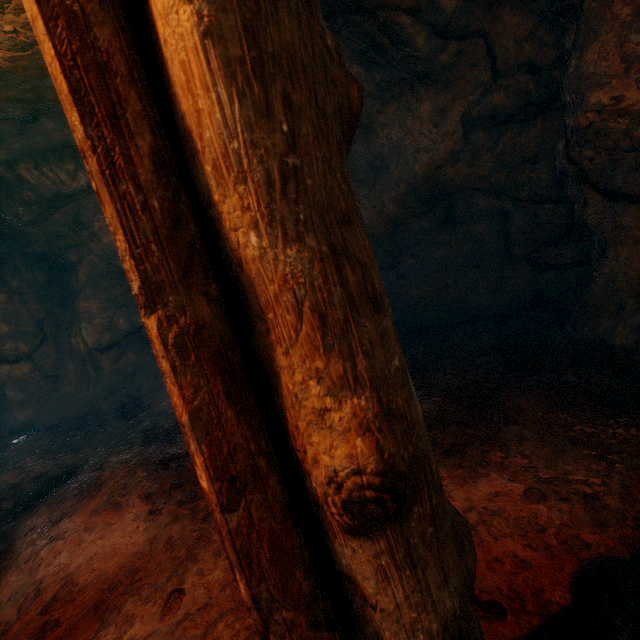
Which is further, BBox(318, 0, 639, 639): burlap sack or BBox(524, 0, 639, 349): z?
BBox(524, 0, 639, 349): z

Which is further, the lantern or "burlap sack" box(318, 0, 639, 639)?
"burlap sack" box(318, 0, 639, 639)

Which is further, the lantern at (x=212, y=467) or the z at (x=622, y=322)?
the z at (x=622, y=322)

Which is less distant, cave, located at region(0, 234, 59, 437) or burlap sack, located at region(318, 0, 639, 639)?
burlap sack, located at region(318, 0, 639, 639)

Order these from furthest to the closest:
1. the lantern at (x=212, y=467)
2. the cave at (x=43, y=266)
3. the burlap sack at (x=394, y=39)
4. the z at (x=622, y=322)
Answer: the cave at (x=43, y=266) < the z at (x=622, y=322) < the burlap sack at (x=394, y=39) < the lantern at (x=212, y=467)

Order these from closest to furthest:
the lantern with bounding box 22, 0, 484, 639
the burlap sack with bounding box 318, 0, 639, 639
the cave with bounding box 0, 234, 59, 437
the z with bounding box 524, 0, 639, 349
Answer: the lantern with bounding box 22, 0, 484, 639, the burlap sack with bounding box 318, 0, 639, 639, the z with bounding box 524, 0, 639, 349, the cave with bounding box 0, 234, 59, 437

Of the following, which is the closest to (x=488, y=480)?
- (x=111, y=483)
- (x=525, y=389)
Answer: (x=525, y=389)
